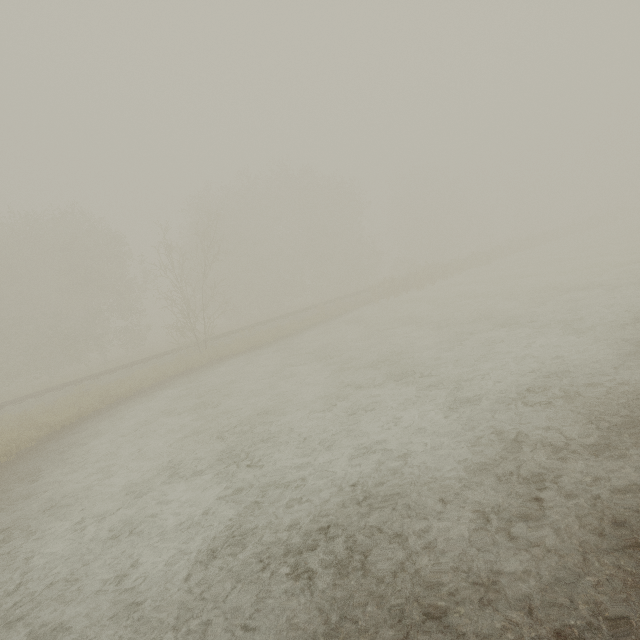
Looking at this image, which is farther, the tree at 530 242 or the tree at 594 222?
the tree at 594 222

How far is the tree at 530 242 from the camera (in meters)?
37.53

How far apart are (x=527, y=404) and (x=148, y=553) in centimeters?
708cm

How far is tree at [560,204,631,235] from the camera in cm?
4278

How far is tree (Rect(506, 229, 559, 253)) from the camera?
37.5 meters

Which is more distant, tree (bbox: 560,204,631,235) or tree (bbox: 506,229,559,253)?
tree (bbox: 560,204,631,235)
